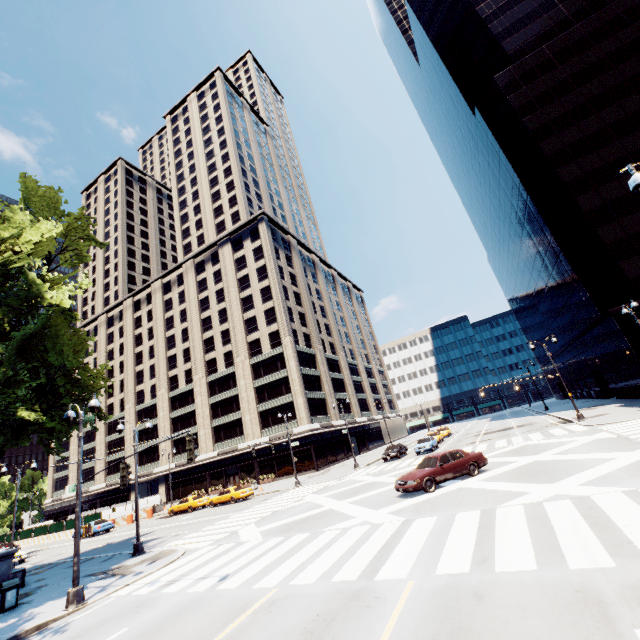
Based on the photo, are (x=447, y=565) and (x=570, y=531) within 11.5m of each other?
yes

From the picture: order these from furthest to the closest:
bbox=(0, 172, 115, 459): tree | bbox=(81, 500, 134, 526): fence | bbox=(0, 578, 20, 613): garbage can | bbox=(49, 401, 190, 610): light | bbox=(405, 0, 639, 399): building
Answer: bbox=(81, 500, 134, 526): fence < bbox=(405, 0, 639, 399): building < bbox=(0, 172, 115, 459): tree < bbox=(0, 578, 20, 613): garbage can < bbox=(49, 401, 190, 610): light

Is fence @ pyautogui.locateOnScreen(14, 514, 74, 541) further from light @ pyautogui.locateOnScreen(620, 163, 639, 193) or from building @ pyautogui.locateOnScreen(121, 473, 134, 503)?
light @ pyautogui.locateOnScreen(620, 163, 639, 193)

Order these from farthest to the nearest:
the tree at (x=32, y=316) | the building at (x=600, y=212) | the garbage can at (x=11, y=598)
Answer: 1. the building at (x=600, y=212)
2. the tree at (x=32, y=316)
3. the garbage can at (x=11, y=598)

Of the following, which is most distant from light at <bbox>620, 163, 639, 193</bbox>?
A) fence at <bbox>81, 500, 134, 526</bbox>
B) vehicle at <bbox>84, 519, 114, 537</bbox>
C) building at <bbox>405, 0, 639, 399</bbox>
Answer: fence at <bbox>81, 500, 134, 526</bbox>

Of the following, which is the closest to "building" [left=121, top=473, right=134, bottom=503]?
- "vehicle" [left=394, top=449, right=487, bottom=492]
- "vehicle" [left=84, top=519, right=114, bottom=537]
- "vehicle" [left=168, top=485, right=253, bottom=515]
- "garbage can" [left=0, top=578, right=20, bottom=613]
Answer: "vehicle" [left=168, top=485, right=253, bottom=515]

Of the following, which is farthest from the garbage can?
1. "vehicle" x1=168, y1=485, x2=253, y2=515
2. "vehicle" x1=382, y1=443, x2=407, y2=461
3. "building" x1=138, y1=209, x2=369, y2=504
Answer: "building" x1=138, y1=209, x2=369, y2=504

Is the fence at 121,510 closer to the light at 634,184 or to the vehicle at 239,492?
the vehicle at 239,492
